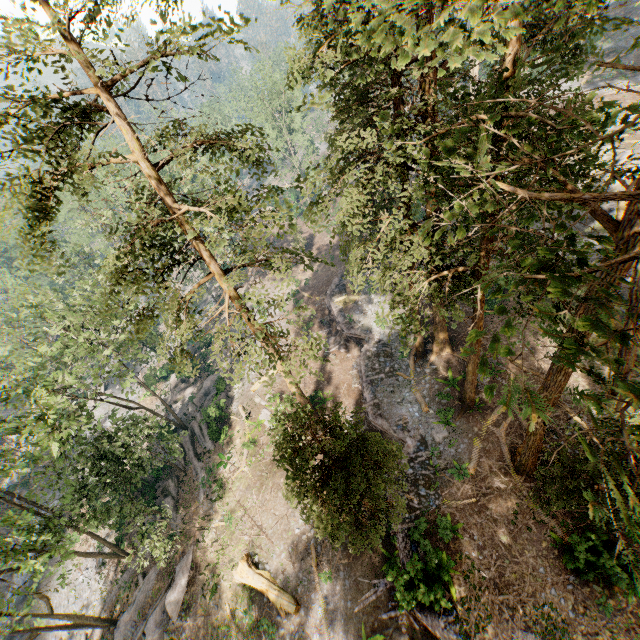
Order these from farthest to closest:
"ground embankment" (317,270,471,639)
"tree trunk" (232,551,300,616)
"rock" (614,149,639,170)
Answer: "rock" (614,149,639,170) < "tree trunk" (232,551,300,616) < "ground embankment" (317,270,471,639)

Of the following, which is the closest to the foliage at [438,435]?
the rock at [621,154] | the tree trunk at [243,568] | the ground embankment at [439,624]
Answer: the ground embankment at [439,624]

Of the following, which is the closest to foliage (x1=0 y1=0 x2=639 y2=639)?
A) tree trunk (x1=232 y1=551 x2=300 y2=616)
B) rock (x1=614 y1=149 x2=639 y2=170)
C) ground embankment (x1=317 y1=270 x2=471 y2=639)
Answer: ground embankment (x1=317 y1=270 x2=471 y2=639)

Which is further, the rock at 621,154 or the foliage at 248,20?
the rock at 621,154

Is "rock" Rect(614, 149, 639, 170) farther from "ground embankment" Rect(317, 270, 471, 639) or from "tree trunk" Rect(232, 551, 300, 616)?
"tree trunk" Rect(232, 551, 300, 616)

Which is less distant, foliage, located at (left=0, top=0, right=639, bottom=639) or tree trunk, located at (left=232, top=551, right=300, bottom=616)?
foliage, located at (left=0, top=0, right=639, bottom=639)

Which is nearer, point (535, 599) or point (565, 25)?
point (565, 25)

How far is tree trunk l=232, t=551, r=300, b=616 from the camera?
18.80m
